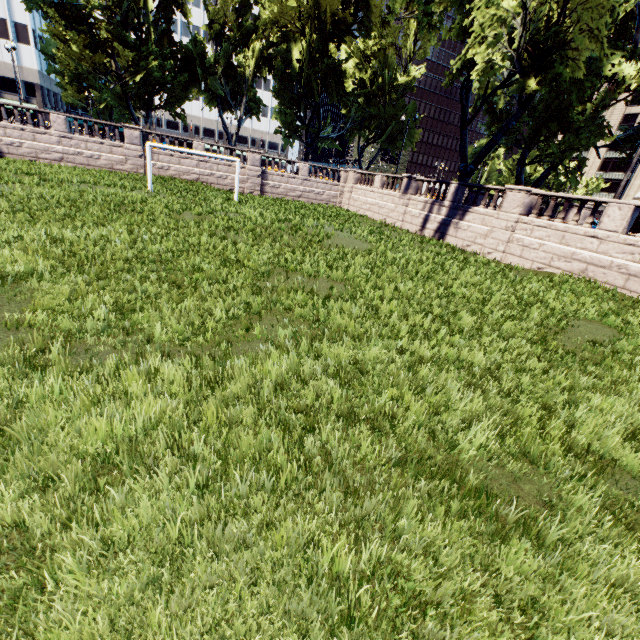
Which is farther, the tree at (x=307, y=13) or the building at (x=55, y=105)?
the building at (x=55, y=105)

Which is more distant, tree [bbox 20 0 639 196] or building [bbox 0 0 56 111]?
building [bbox 0 0 56 111]

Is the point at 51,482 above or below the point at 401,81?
below
